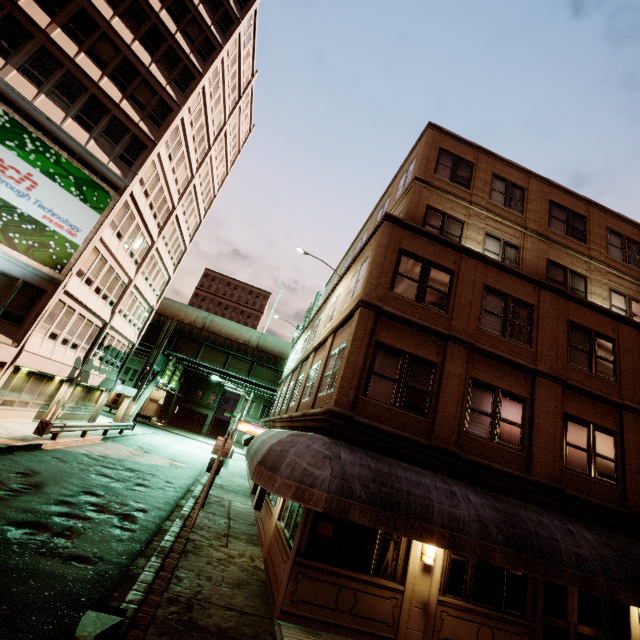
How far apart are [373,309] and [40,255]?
17.75m

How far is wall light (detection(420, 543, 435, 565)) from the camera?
8.2m

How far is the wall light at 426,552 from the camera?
8.16m

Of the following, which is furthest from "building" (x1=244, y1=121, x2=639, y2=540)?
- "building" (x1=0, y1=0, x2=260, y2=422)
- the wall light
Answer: "building" (x1=0, y1=0, x2=260, y2=422)

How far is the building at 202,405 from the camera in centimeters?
5650cm

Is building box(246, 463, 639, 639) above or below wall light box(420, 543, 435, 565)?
below

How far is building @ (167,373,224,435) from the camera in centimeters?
5650cm

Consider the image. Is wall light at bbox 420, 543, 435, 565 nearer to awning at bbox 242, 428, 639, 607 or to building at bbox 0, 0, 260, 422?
awning at bbox 242, 428, 639, 607
